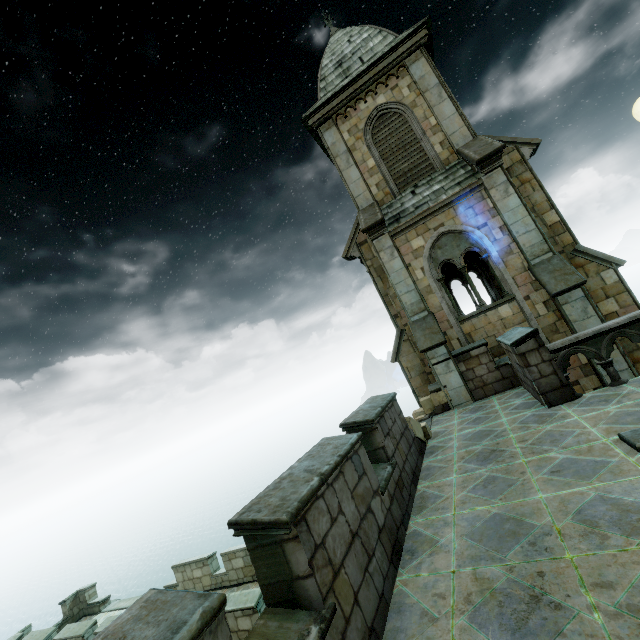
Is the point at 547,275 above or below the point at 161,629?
above

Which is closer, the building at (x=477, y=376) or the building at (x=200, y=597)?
the building at (x=200, y=597)

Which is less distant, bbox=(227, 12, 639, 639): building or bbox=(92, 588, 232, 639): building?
bbox=(92, 588, 232, 639): building
